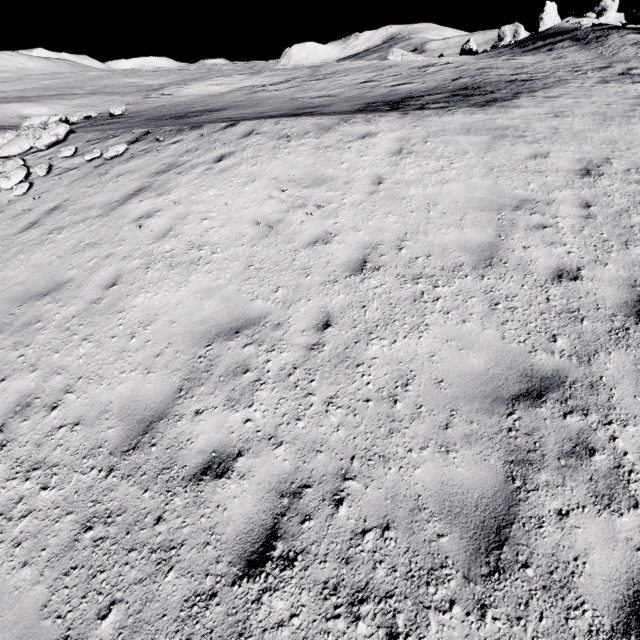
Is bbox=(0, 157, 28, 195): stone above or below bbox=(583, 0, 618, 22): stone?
below

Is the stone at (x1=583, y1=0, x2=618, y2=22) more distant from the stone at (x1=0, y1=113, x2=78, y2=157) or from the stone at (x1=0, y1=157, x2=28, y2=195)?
the stone at (x1=0, y1=157, x2=28, y2=195)

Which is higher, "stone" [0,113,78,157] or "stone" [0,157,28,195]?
"stone" [0,113,78,157]

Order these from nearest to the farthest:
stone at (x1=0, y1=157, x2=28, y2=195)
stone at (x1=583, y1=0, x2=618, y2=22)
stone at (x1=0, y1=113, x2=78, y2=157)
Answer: stone at (x1=0, y1=157, x2=28, y2=195) → stone at (x1=0, y1=113, x2=78, y2=157) → stone at (x1=583, y1=0, x2=618, y2=22)

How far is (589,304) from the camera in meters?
4.7 m

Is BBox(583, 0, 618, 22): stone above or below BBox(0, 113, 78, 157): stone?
above

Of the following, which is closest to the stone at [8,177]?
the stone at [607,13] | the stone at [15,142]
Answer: the stone at [15,142]
